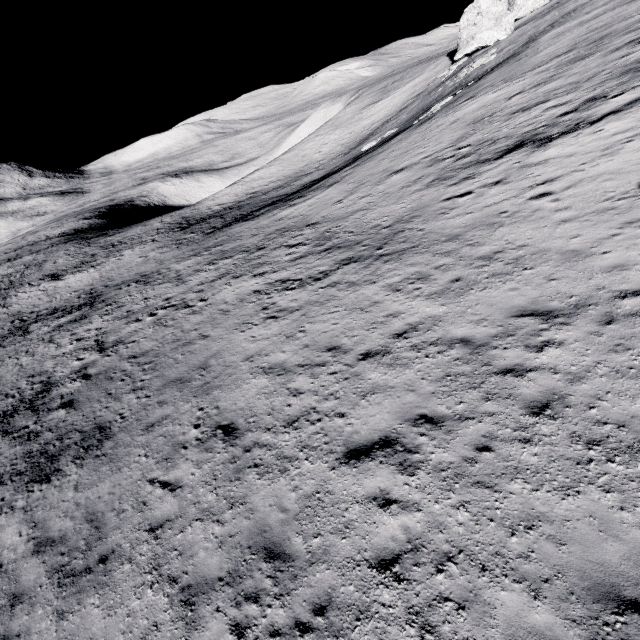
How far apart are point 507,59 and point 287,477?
41.0m
